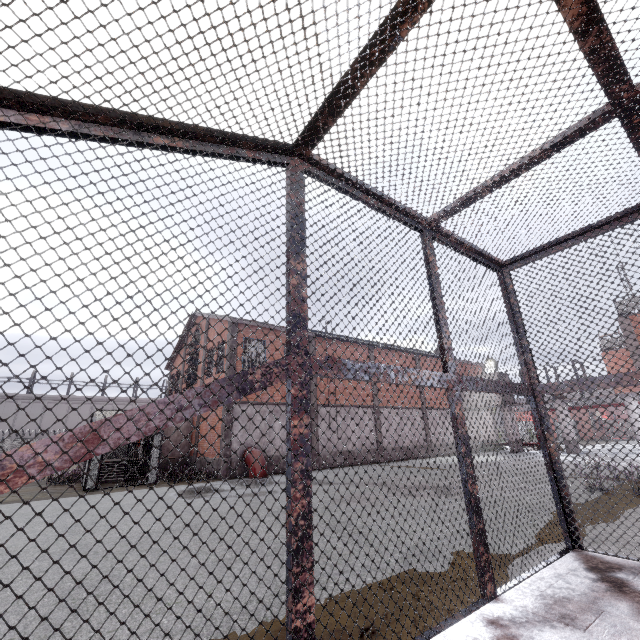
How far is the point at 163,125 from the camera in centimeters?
166cm

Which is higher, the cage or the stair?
the cage

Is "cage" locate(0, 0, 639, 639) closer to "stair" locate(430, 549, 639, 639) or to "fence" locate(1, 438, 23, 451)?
"stair" locate(430, 549, 639, 639)

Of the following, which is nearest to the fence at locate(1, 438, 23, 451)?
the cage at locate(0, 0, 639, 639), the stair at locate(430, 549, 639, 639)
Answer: the cage at locate(0, 0, 639, 639)

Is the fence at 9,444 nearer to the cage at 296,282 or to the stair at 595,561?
the cage at 296,282

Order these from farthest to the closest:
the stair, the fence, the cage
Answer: the fence < the stair < the cage

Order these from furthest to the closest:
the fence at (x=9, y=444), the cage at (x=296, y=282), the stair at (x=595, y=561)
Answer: the fence at (x=9, y=444), the stair at (x=595, y=561), the cage at (x=296, y=282)

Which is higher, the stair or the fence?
the fence
